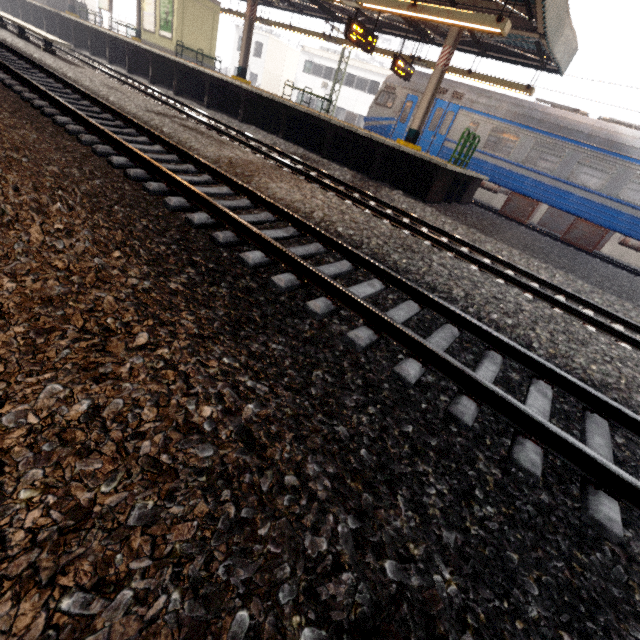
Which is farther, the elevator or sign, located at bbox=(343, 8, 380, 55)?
the elevator

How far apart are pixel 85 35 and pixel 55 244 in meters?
24.3

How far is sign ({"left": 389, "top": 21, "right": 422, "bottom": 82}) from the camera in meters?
12.1

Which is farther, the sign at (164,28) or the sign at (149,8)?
the sign at (149,8)

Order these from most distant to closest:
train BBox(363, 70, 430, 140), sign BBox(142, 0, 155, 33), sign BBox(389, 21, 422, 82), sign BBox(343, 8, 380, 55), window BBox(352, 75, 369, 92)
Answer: window BBox(352, 75, 369, 92)
sign BBox(142, 0, 155, 33)
train BBox(363, 70, 430, 140)
sign BBox(389, 21, 422, 82)
sign BBox(343, 8, 380, 55)

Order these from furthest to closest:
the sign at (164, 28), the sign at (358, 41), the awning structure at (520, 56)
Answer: the sign at (164, 28)
the sign at (358, 41)
the awning structure at (520, 56)

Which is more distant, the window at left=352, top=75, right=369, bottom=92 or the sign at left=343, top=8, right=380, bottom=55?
the window at left=352, top=75, right=369, bottom=92

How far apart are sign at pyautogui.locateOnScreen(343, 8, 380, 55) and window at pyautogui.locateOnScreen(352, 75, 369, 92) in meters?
24.9
